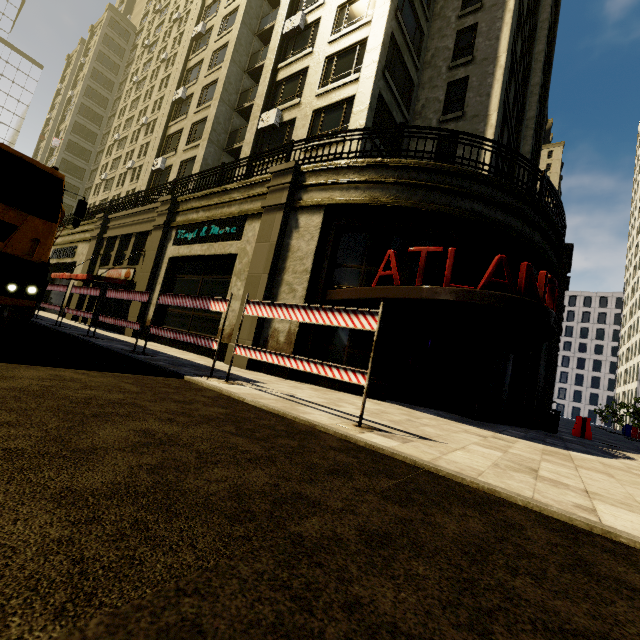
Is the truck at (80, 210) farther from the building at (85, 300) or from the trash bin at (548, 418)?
the trash bin at (548, 418)

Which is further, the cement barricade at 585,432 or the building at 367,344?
the cement barricade at 585,432

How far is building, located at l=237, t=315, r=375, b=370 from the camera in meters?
9.4

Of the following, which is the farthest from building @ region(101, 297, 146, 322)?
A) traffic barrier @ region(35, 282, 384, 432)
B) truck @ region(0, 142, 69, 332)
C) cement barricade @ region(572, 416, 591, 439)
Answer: truck @ region(0, 142, 69, 332)

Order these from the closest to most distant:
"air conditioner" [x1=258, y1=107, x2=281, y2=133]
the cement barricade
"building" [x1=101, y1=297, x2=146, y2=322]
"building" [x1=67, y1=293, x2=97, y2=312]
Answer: the cement barricade → "building" [x1=101, y1=297, x2=146, y2=322] → "air conditioner" [x1=258, y1=107, x2=281, y2=133] → "building" [x1=67, y1=293, x2=97, y2=312]

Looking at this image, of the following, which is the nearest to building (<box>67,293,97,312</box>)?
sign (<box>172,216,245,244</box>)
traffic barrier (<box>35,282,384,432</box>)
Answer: sign (<box>172,216,245,244</box>)

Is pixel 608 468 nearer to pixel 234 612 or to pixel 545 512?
pixel 545 512

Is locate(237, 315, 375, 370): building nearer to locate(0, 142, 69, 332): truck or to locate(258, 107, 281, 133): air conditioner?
locate(258, 107, 281, 133): air conditioner
